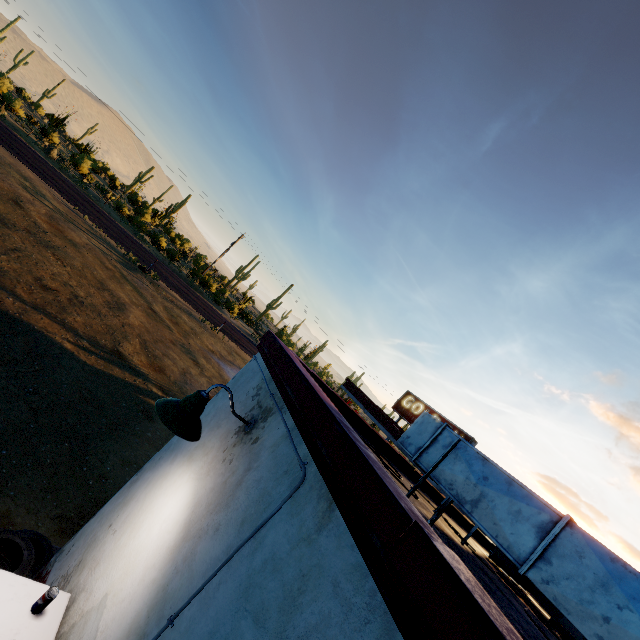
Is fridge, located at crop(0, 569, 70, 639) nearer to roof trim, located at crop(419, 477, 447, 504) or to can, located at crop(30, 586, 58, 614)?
can, located at crop(30, 586, 58, 614)

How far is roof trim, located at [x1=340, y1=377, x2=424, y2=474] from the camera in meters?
15.4 m

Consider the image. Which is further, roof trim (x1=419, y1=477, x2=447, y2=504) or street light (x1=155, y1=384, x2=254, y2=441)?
roof trim (x1=419, y1=477, x2=447, y2=504)

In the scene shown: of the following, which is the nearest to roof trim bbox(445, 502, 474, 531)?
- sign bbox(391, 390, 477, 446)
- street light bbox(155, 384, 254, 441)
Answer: street light bbox(155, 384, 254, 441)

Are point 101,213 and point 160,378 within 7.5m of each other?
no

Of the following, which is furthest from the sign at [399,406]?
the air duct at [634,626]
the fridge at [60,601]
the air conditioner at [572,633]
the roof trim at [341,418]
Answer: the fridge at [60,601]

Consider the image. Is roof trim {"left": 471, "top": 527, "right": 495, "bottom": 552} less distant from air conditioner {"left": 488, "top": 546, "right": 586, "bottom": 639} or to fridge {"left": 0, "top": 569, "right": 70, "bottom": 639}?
air conditioner {"left": 488, "top": 546, "right": 586, "bottom": 639}

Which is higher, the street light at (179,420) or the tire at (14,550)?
the street light at (179,420)
